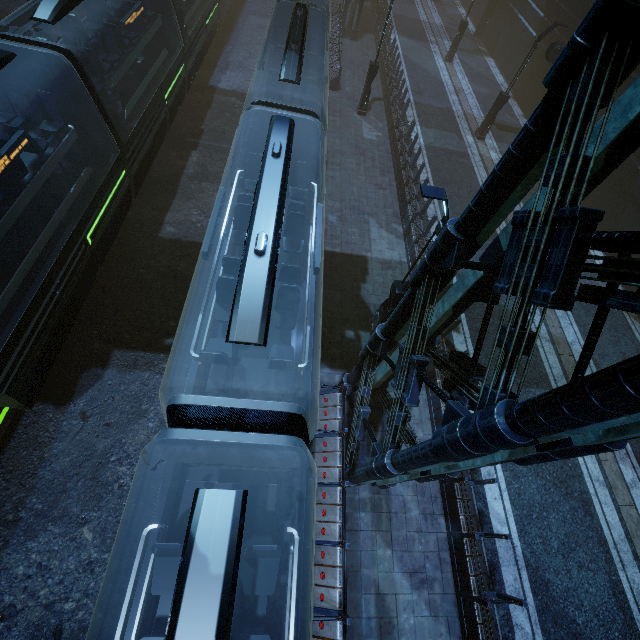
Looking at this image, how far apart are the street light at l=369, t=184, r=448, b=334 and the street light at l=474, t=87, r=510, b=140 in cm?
1571

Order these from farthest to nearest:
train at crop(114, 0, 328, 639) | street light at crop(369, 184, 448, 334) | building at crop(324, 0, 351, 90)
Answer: building at crop(324, 0, 351, 90), street light at crop(369, 184, 448, 334), train at crop(114, 0, 328, 639)

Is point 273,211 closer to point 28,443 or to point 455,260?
point 455,260

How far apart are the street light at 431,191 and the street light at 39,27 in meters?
17.4

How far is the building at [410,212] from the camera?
13.38m

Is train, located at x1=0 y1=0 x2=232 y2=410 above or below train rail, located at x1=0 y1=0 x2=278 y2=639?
above

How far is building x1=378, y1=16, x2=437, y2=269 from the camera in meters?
13.4 m

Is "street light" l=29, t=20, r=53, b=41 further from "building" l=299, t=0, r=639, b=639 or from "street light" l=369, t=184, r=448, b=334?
"street light" l=369, t=184, r=448, b=334
